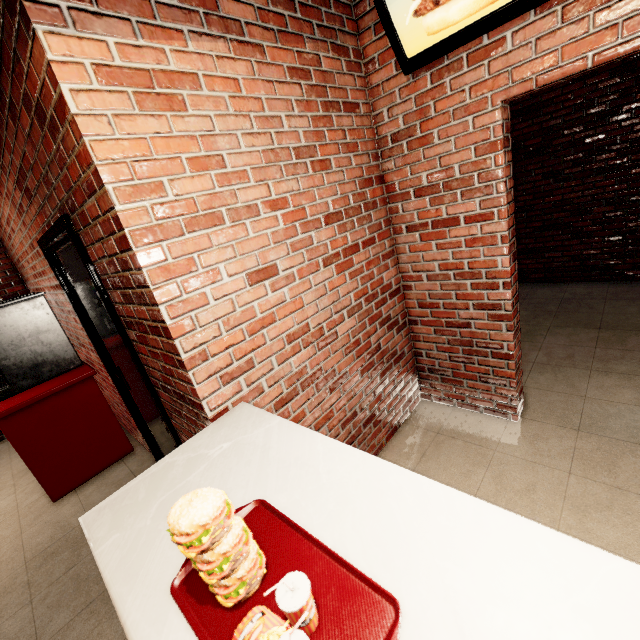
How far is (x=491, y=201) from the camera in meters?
2.0
